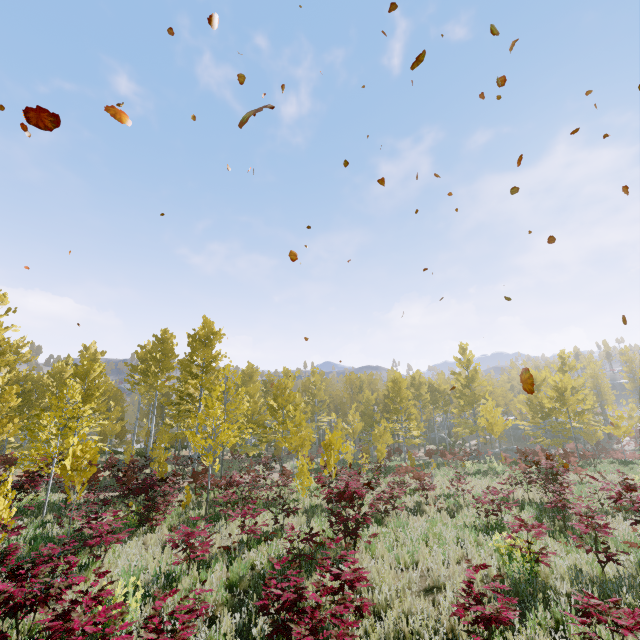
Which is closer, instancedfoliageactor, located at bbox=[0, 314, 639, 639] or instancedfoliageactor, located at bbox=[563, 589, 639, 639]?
instancedfoliageactor, located at bbox=[563, 589, 639, 639]

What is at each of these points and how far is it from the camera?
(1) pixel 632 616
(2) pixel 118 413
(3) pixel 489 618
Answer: (1) instancedfoliageactor, 3.6 meters
(2) instancedfoliageactor, 25.4 meters
(3) instancedfoliageactor, 4.0 meters

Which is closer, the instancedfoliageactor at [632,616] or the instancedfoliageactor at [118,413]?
the instancedfoliageactor at [632,616]

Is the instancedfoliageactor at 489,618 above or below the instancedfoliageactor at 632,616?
below

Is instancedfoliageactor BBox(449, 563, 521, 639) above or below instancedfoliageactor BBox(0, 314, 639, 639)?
below
